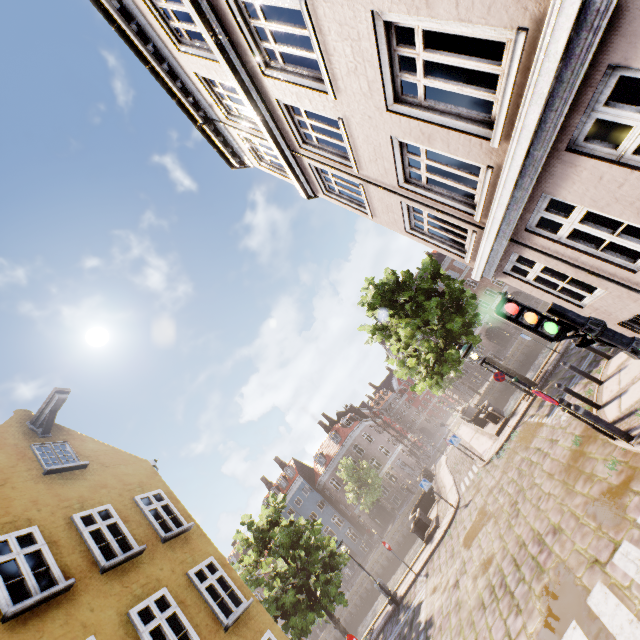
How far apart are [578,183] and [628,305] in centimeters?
317cm

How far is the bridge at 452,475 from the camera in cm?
1828

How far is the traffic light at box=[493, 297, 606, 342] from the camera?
3.7 meters

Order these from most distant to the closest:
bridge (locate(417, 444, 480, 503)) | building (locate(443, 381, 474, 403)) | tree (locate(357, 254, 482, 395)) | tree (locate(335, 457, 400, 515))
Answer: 1. building (locate(443, 381, 474, 403))
2. tree (locate(335, 457, 400, 515))
3. bridge (locate(417, 444, 480, 503))
4. tree (locate(357, 254, 482, 395))

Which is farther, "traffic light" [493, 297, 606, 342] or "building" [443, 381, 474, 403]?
"building" [443, 381, 474, 403]

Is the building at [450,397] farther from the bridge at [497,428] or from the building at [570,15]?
the building at [570,15]

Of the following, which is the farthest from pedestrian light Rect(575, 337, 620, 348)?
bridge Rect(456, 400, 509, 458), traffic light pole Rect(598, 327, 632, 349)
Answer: bridge Rect(456, 400, 509, 458)

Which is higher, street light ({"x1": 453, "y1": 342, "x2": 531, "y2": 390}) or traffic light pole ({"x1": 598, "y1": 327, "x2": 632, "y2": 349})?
street light ({"x1": 453, "y1": 342, "x2": 531, "y2": 390})
